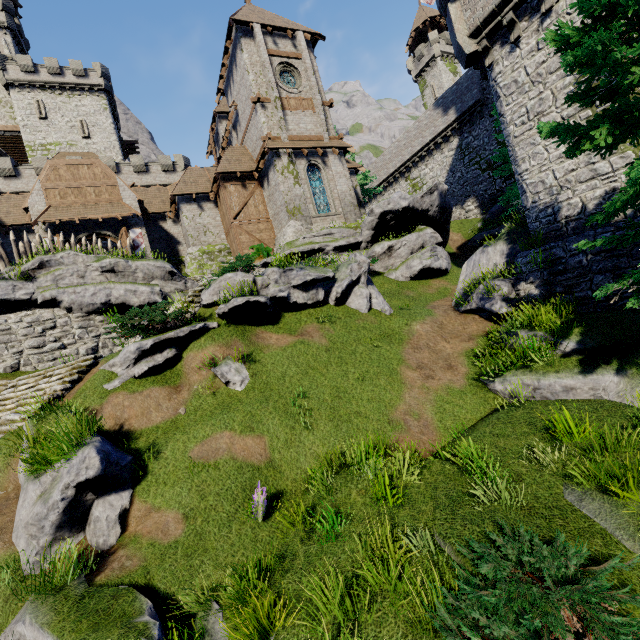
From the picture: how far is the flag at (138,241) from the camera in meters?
23.2

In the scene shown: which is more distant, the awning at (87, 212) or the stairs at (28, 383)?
the awning at (87, 212)

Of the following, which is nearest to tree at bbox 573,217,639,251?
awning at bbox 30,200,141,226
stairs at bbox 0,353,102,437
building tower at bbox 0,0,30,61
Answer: stairs at bbox 0,353,102,437

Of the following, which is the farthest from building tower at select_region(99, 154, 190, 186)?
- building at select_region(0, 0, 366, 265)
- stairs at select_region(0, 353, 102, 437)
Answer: stairs at select_region(0, 353, 102, 437)

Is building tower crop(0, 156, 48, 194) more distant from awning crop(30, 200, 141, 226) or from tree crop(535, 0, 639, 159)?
tree crop(535, 0, 639, 159)

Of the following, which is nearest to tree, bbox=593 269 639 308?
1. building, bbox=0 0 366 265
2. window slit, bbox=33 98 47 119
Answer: building, bbox=0 0 366 265

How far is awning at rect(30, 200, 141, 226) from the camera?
20.9m

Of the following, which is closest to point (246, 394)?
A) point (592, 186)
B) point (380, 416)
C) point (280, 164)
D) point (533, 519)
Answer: point (380, 416)
